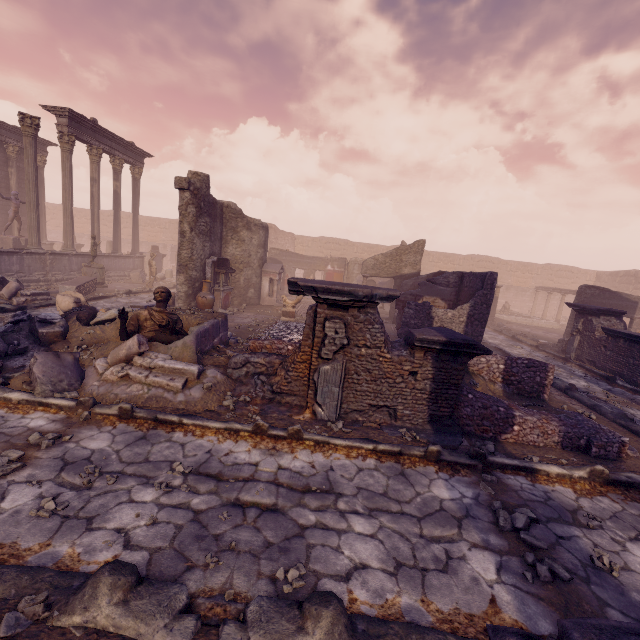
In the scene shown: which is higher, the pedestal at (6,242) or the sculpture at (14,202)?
the sculpture at (14,202)

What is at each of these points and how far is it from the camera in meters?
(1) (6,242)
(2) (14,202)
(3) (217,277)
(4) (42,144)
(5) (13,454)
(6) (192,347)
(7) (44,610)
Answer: (1) pedestal, 15.9
(2) sculpture, 16.1
(3) altar, 13.7
(4) entablature, 20.5
(5) rocks, 3.7
(6) building debris, 6.1
(7) stone, 2.1

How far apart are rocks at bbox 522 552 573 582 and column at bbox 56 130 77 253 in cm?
2018

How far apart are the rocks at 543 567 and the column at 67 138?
20.2 meters

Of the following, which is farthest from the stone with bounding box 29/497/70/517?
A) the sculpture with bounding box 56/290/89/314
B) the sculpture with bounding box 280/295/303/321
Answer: the sculpture with bounding box 280/295/303/321

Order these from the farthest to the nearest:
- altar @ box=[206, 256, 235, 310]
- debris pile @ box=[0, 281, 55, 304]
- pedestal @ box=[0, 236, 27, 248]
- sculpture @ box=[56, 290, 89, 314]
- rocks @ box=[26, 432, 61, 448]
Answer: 1. pedestal @ box=[0, 236, 27, 248]
2. altar @ box=[206, 256, 235, 310]
3. debris pile @ box=[0, 281, 55, 304]
4. sculpture @ box=[56, 290, 89, 314]
5. rocks @ box=[26, 432, 61, 448]

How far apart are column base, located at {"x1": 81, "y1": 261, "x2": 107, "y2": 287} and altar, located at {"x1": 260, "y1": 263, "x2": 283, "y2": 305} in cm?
744

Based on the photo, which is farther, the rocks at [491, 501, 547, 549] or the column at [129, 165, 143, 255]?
the column at [129, 165, 143, 255]
